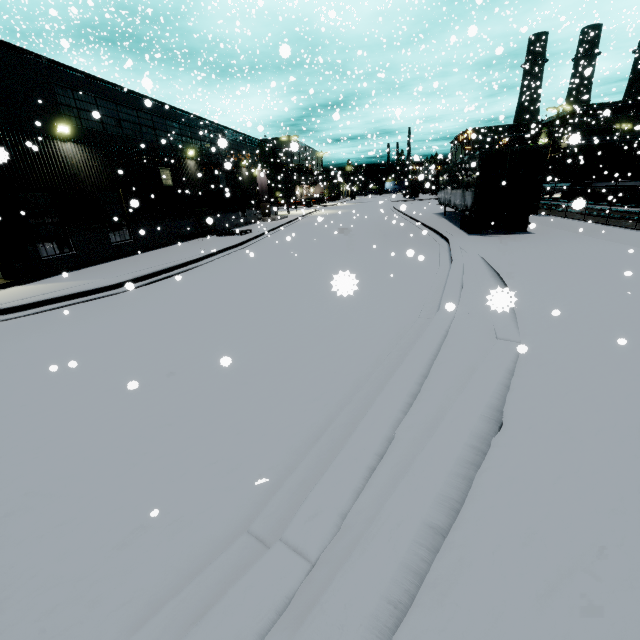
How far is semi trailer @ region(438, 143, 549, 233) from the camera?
14.1 meters

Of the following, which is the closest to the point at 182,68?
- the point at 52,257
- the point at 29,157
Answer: the point at 29,157

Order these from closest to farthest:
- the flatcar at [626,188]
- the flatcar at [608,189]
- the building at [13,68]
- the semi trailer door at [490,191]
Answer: the building at [13,68], the semi trailer door at [490,191], the flatcar at [626,188], the flatcar at [608,189]

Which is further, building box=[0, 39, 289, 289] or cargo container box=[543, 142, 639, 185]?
cargo container box=[543, 142, 639, 185]

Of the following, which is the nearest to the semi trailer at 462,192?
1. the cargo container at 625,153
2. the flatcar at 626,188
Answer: the cargo container at 625,153

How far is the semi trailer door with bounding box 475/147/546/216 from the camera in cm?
1367

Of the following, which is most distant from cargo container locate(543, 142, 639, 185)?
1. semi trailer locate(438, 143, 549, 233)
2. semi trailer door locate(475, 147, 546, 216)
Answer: semi trailer door locate(475, 147, 546, 216)

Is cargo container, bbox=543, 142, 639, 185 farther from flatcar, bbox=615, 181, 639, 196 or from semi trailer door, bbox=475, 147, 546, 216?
semi trailer door, bbox=475, 147, 546, 216
